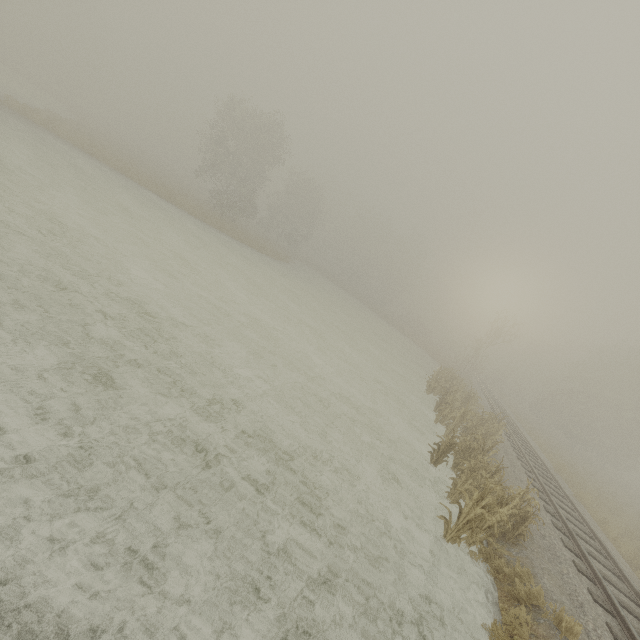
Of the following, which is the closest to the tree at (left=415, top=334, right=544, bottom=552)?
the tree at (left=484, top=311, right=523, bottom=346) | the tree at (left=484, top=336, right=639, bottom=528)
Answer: the tree at (left=484, top=311, right=523, bottom=346)

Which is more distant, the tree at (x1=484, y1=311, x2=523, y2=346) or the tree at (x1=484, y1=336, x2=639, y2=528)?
the tree at (x1=484, y1=311, x2=523, y2=346)

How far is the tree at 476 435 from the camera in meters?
7.1 m

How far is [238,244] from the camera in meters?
29.1

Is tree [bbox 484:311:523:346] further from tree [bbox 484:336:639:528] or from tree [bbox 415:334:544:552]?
tree [bbox 415:334:544:552]

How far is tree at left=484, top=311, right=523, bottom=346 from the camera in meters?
33.0

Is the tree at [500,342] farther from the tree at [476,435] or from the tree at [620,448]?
the tree at [476,435]

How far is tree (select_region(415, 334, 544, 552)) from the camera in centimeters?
711cm
